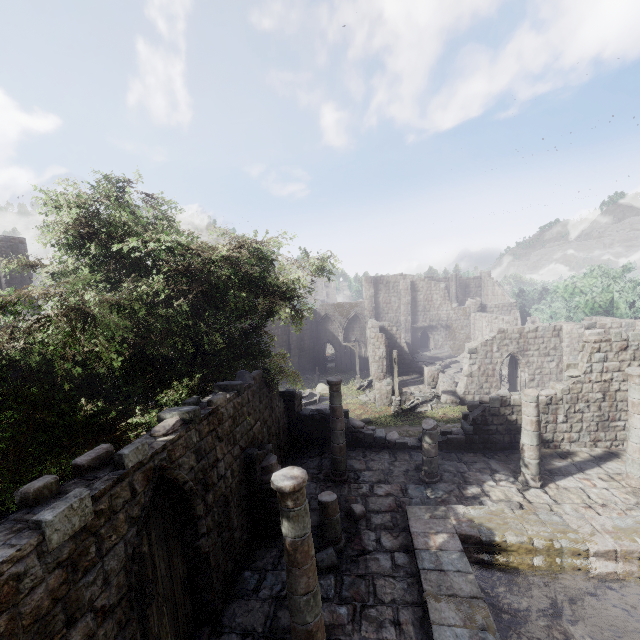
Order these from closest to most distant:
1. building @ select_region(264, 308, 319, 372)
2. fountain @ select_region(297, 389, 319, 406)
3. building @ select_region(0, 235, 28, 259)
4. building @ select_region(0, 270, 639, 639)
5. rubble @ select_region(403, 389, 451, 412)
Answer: building @ select_region(0, 270, 639, 639)
building @ select_region(0, 235, 28, 259)
rubble @ select_region(403, 389, 451, 412)
fountain @ select_region(297, 389, 319, 406)
building @ select_region(264, 308, 319, 372)

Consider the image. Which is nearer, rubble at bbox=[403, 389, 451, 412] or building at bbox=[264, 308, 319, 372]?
rubble at bbox=[403, 389, 451, 412]

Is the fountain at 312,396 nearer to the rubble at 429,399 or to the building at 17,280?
the building at 17,280

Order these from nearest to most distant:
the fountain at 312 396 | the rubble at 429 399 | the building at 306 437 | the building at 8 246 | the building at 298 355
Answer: the building at 306 437, the building at 8 246, the rubble at 429 399, the fountain at 312 396, the building at 298 355

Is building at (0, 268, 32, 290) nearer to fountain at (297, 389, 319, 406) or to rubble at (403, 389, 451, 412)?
rubble at (403, 389, 451, 412)

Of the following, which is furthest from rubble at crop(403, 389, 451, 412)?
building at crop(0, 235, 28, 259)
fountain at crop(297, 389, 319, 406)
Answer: fountain at crop(297, 389, 319, 406)

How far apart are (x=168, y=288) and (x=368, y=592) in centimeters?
902cm
